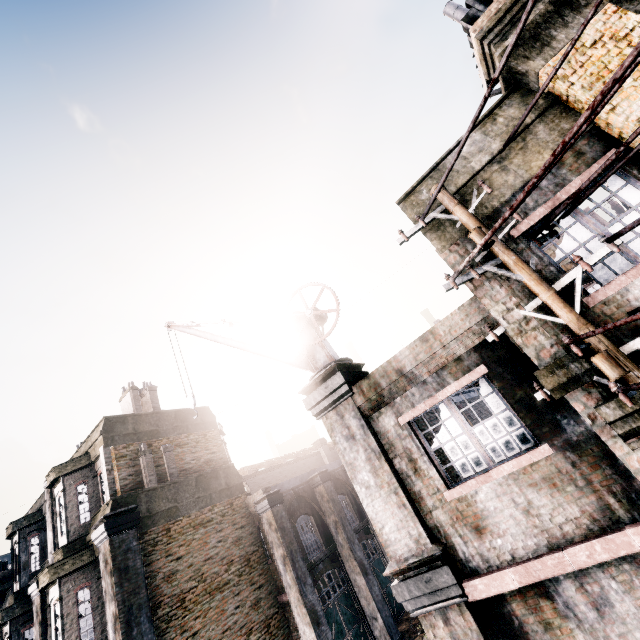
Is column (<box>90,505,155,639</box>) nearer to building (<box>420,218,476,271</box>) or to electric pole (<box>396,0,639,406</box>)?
building (<box>420,218,476,271</box>)

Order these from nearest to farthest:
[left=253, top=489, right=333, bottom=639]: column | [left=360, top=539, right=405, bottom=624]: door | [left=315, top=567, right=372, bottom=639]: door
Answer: [left=253, top=489, right=333, bottom=639]: column, [left=315, top=567, right=372, bottom=639]: door, [left=360, top=539, right=405, bottom=624]: door

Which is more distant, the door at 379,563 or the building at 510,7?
the door at 379,563

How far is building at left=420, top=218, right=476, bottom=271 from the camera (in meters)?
5.79

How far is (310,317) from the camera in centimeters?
938cm

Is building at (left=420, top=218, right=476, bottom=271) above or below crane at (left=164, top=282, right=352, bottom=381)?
below

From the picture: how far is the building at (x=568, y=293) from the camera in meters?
4.8 m

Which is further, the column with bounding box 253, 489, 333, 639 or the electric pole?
the column with bounding box 253, 489, 333, 639
